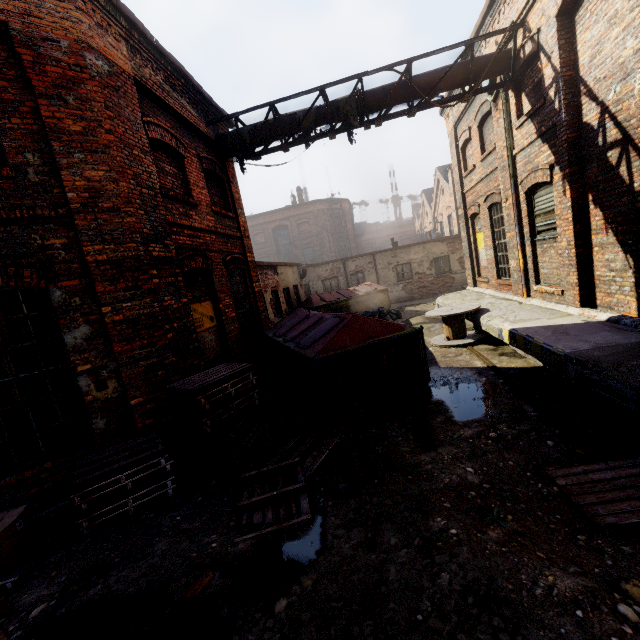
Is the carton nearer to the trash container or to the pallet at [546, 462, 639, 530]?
the trash container

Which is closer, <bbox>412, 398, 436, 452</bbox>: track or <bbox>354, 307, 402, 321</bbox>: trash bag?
<bbox>412, 398, 436, 452</bbox>: track

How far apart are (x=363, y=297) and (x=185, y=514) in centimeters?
1303cm

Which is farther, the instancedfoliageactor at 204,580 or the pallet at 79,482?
the pallet at 79,482

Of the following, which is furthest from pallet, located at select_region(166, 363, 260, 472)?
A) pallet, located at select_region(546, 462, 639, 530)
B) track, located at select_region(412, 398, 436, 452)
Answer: pallet, located at select_region(546, 462, 639, 530)

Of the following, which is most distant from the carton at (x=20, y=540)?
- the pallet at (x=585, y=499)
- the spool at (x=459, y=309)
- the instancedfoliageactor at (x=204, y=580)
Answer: the spool at (x=459, y=309)

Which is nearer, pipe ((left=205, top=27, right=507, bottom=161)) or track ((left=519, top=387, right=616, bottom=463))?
track ((left=519, top=387, right=616, bottom=463))

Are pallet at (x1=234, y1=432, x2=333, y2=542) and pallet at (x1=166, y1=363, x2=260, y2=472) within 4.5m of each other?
yes
